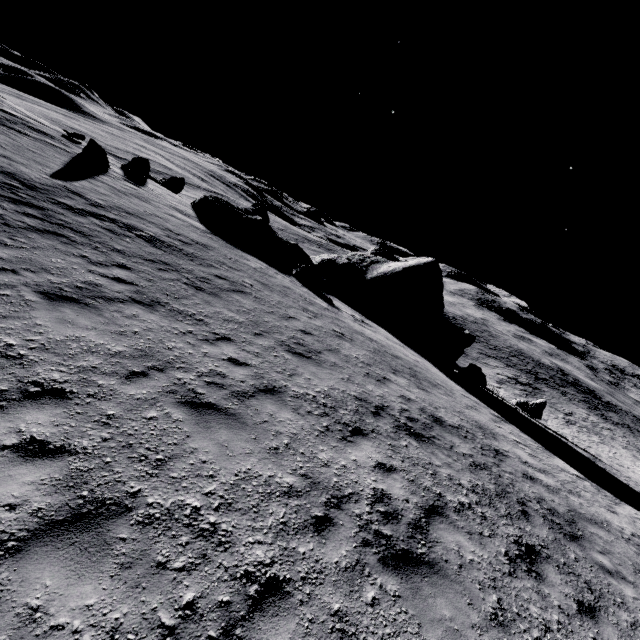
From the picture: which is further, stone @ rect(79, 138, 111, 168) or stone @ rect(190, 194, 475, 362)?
stone @ rect(190, 194, 475, 362)

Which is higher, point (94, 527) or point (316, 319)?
point (316, 319)

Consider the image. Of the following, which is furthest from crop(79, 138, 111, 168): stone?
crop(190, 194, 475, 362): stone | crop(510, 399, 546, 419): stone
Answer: crop(510, 399, 546, 419): stone

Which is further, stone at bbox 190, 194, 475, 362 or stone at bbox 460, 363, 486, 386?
stone at bbox 190, 194, 475, 362

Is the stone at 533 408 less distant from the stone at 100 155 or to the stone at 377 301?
the stone at 377 301

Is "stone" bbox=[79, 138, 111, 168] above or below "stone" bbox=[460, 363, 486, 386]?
above

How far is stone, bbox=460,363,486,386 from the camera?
20.78m
